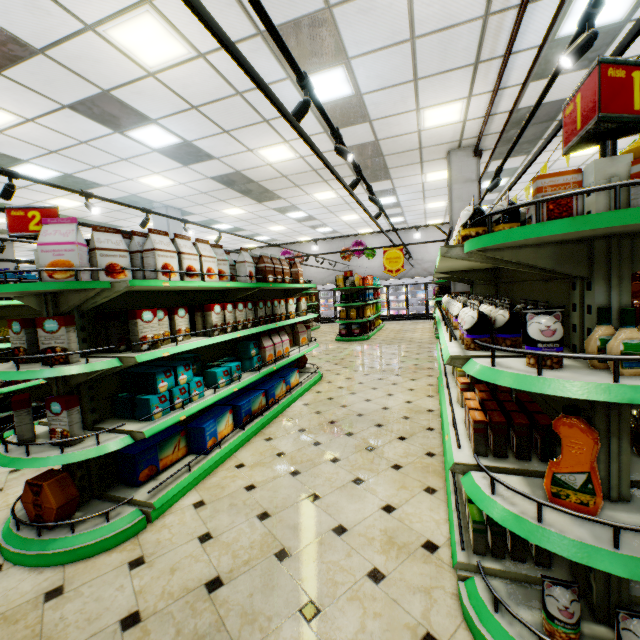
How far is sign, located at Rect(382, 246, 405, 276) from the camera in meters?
8.8 m

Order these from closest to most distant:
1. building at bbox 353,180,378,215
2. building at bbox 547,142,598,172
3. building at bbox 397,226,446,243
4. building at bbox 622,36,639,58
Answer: building at bbox 622,36,639,58 < building at bbox 547,142,598,172 < building at bbox 353,180,378,215 < building at bbox 397,226,446,243

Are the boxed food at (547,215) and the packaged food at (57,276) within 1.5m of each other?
no

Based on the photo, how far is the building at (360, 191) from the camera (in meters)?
10.04

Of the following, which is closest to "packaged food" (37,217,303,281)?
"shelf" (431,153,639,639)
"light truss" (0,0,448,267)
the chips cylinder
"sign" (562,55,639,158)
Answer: "light truss" (0,0,448,267)

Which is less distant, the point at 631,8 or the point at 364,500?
the point at 364,500

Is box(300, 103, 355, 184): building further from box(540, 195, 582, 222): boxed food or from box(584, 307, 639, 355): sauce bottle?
box(540, 195, 582, 222): boxed food

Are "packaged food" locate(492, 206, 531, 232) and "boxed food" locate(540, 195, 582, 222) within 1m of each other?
yes
